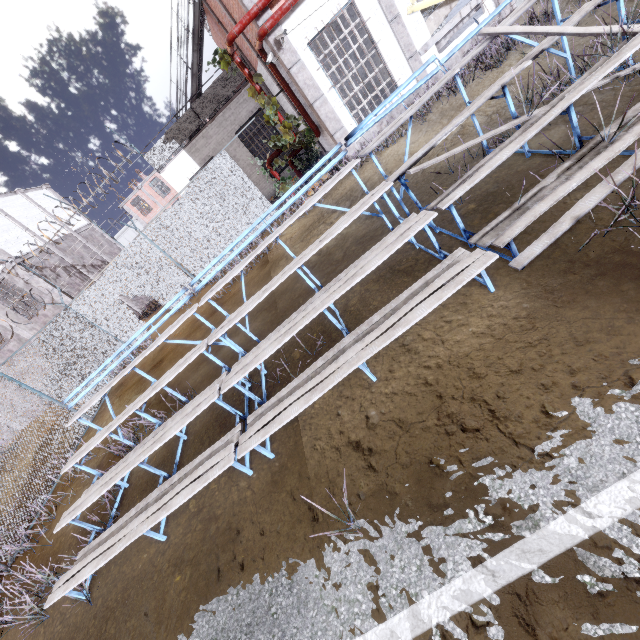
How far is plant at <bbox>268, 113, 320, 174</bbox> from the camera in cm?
1005

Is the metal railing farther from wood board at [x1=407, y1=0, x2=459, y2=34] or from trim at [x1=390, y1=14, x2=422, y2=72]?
wood board at [x1=407, y1=0, x2=459, y2=34]

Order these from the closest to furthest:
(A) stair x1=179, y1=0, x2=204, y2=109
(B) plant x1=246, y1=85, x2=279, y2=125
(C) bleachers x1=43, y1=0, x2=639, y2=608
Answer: (C) bleachers x1=43, y1=0, x2=639, y2=608, (B) plant x1=246, y1=85, x2=279, y2=125, (A) stair x1=179, y1=0, x2=204, y2=109

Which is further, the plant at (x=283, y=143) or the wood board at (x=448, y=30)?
the plant at (x=283, y=143)

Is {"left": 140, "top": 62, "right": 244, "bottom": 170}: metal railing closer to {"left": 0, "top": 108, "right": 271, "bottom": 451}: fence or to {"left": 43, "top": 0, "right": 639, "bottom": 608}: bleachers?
{"left": 0, "top": 108, "right": 271, "bottom": 451}: fence

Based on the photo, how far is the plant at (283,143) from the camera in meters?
10.1 m

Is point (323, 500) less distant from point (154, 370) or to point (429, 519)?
point (429, 519)

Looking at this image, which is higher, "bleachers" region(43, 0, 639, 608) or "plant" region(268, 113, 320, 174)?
"plant" region(268, 113, 320, 174)
